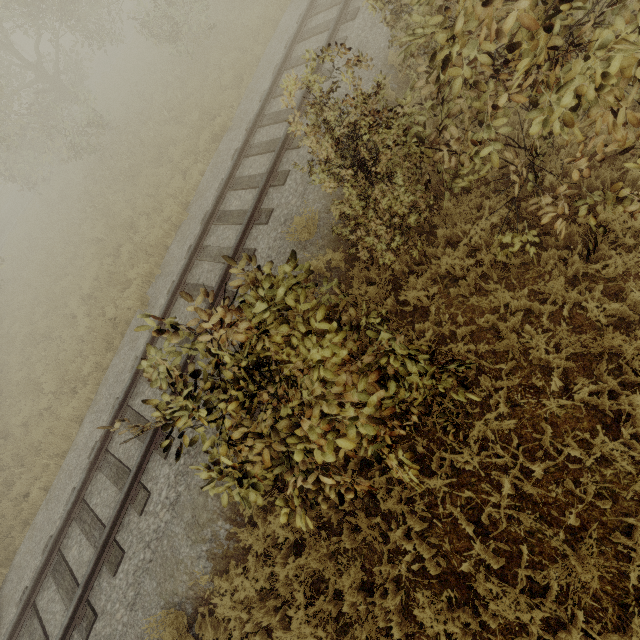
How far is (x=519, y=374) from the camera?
4.34m
